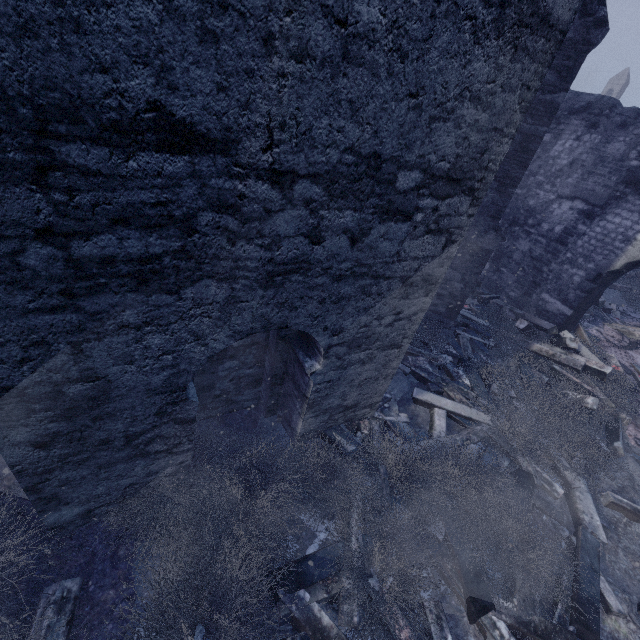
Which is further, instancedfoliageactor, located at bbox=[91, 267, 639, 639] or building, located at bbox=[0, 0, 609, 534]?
instancedfoliageactor, located at bbox=[91, 267, 639, 639]

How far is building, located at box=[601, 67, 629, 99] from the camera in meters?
34.8 m

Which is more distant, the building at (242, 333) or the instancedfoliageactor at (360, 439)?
the instancedfoliageactor at (360, 439)

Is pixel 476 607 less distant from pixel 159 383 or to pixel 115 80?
pixel 159 383

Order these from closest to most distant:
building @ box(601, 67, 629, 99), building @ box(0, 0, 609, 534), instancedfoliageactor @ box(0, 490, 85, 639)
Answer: building @ box(0, 0, 609, 534) < instancedfoliageactor @ box(0, 490, 85, 639) < building @ box(601, 67, 629, 99)

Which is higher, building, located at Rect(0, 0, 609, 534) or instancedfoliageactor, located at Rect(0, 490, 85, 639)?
building, located at Rect(0, 0, 609, 534)

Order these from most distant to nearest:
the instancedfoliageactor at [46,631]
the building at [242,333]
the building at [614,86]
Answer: the building at [614,86] → the instancedfoliageactor at [46,631] → the building at [242,333]
